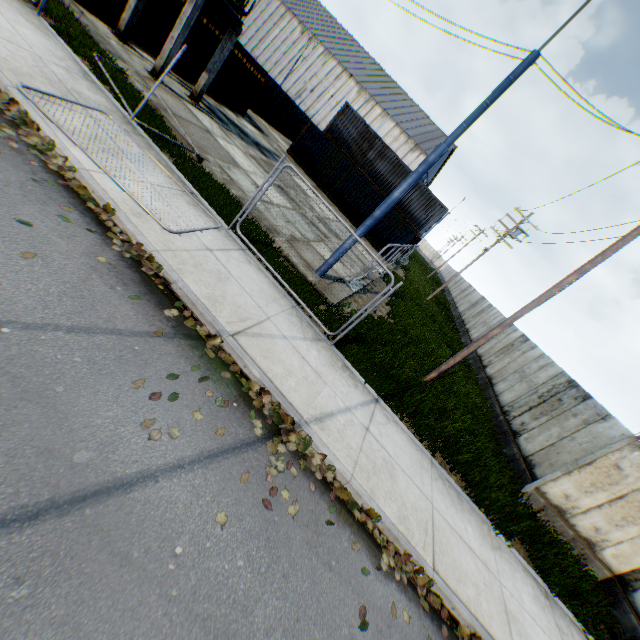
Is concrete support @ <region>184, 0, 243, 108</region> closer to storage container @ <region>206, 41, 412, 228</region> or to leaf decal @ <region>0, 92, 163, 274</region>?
leaf decal @ <region>0, 92, 163, 274</region>

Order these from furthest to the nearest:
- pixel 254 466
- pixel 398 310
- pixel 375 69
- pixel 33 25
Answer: pixel 375 69 → pixel 398 310 → pixel 33 25 → pixel 254 466

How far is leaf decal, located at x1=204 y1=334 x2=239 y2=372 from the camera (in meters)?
4.89

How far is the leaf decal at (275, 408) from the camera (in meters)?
4.67

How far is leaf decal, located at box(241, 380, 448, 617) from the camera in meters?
4.7

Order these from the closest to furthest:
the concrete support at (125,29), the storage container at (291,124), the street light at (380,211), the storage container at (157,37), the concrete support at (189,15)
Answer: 1. the street light at (380,211)
2. the concrete support at (189,15)
3. the concrete support at (125,29)
4. the storage container at (157,37)
5. the storage container at (291,124)

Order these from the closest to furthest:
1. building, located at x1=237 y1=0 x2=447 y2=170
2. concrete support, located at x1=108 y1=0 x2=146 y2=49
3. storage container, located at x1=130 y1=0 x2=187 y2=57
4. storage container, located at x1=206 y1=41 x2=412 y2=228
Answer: concrete support, located at x1=108 y1=0 x2=146 y2=49, storage container, located at x1=130 y1=0 x2=187 y2=57, storage container, located at x1=206 y1=41 x2=412 y2=228, building, located at x1=237 y1=0 x2=447 y2=170
